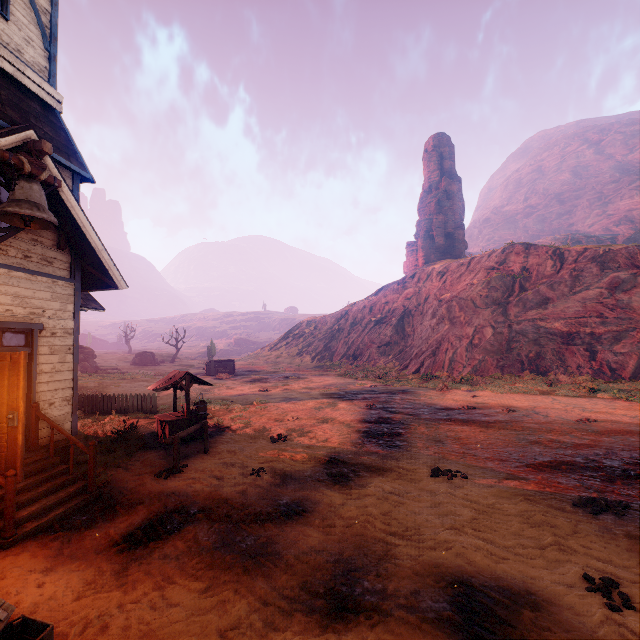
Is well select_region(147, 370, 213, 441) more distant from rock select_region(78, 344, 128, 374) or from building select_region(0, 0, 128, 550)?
rock select_region(78, 344, 128, 374)

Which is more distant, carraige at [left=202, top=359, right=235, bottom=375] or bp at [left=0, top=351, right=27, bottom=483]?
carraige at [left=202, top=359, right=235, bottom=375]

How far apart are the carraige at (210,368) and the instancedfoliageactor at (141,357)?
15.30m

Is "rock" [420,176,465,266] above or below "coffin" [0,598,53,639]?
above

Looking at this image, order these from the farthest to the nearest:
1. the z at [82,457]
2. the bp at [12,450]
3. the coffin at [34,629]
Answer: the z at [82,457] → the bp at [12,450] → the coffin at [34,629]

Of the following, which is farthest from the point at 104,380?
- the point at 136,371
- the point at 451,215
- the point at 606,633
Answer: the point at 451,215

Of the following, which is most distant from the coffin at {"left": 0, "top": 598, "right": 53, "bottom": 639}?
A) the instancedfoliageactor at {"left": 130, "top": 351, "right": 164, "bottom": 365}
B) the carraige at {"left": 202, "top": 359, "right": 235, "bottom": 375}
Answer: the instancedfoliageactor at {"left": 130, "top": 351, "right": 164, "bottom": 365}

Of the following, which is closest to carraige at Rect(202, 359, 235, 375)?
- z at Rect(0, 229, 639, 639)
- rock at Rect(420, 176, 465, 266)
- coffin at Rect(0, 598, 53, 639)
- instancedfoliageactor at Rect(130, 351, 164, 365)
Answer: z at Rect(0, 229, 639, 639)
